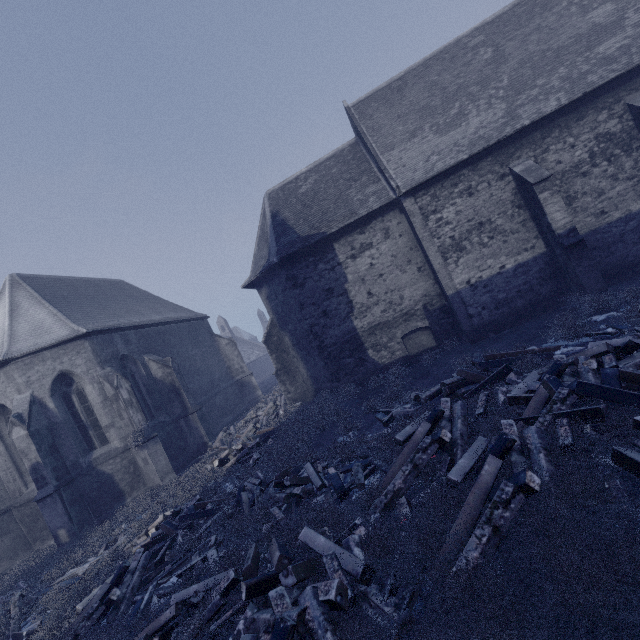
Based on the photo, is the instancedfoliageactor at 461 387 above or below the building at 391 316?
below

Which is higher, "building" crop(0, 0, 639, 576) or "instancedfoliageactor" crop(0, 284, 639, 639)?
"building" crop(0, 0, 639, 576)

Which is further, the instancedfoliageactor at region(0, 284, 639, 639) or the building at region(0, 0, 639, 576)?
the building at region(0, 0, 639, 576)

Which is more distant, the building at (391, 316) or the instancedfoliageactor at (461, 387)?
the building at (391, 316)

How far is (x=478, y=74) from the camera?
14.30m
